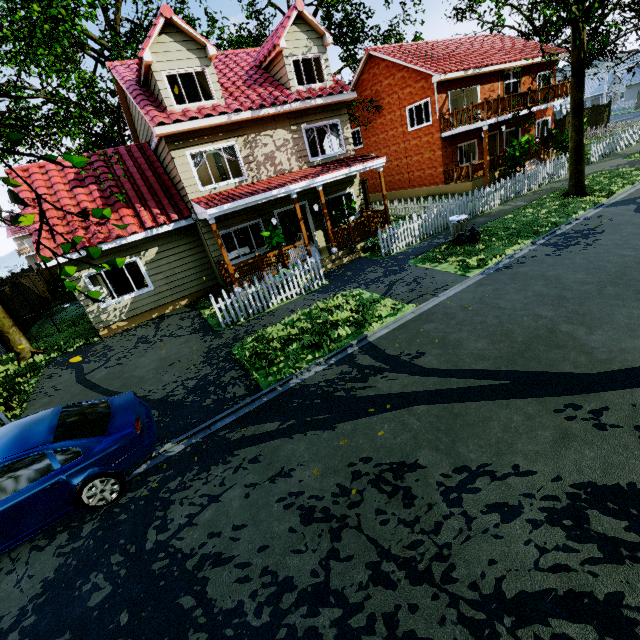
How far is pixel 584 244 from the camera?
9.50m

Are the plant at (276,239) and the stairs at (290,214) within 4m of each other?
no

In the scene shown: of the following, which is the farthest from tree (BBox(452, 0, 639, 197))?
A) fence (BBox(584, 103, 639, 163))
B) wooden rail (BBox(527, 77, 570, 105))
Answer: wooden rail (BBox(527, 77, 570, 105))

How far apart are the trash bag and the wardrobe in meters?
11.8 m

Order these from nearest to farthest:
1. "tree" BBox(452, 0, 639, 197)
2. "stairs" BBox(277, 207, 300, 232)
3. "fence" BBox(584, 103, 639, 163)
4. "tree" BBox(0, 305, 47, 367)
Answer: "tree" BBox(452, 0, 639, 197), "tree" BBox(0, 305, 47, 367), "fence" BBox(584, 103, 639, 163), "stairs" BBox(277, 207, 300, 232)

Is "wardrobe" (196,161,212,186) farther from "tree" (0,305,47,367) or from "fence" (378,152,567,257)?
"fence" (378,152,567,257)

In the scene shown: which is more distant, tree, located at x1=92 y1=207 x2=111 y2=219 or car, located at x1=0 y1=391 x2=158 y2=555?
car, located at x1=0 y1=391 x2=158 y2=555

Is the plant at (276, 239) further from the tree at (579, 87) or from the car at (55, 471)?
the car at (55, 471)
